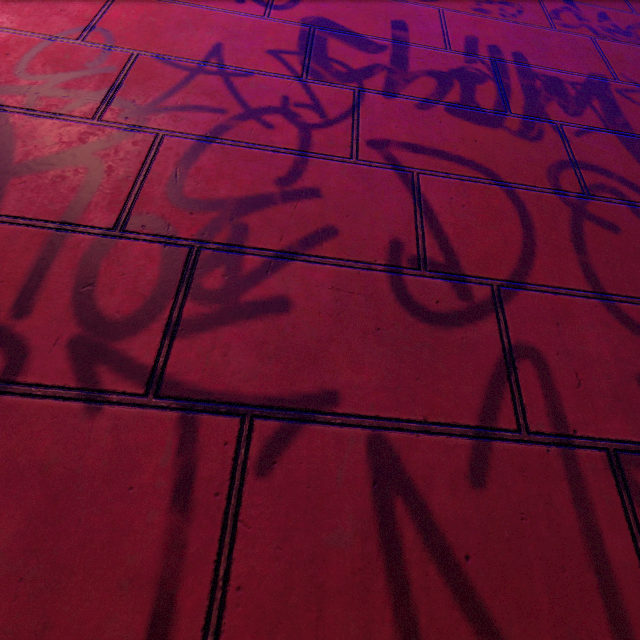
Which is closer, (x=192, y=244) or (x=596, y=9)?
(x=192, y=244)
